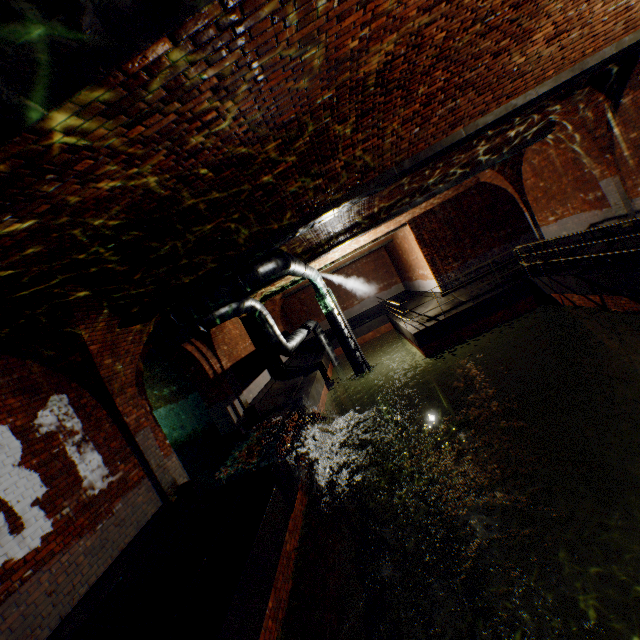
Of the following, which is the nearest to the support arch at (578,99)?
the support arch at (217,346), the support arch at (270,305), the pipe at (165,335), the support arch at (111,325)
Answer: the support arch at (111,325)

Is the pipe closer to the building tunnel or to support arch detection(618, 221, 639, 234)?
the building tunnel

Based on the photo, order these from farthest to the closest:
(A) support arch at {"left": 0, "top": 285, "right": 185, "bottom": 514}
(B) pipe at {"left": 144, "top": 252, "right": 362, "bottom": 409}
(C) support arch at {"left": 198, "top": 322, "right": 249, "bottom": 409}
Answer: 1. (C) support arch at {"left": 198, "top": 322, "right": 249, "bottom": 409}
2. (B) pipe at {"left": 144, "top": 252, "right": 362, "bottom": 409}
3. (A) support arch at {"left": 0, "top": 285, "right": 185, "bottom": 514}

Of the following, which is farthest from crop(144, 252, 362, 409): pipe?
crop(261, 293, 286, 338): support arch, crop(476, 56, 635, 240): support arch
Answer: crop(476, 56, 635, 240): support arch

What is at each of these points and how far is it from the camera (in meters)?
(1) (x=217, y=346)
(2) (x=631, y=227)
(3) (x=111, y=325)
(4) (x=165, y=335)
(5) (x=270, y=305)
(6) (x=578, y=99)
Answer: (1) support arch, 11.52
(2) support arch, 9.82
(3) support arch, 6.10
(4) pipe, 8.48
(5) support arch, 20.55
(6) support arch, 8.52

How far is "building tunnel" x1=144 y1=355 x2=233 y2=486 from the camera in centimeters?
1052cm

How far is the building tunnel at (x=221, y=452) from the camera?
10.5m

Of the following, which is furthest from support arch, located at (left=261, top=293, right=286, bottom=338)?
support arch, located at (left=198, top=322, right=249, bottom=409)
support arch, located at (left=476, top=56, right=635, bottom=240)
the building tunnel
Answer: support arch, located at (left=476, top=56, right=635, bottom=240)
